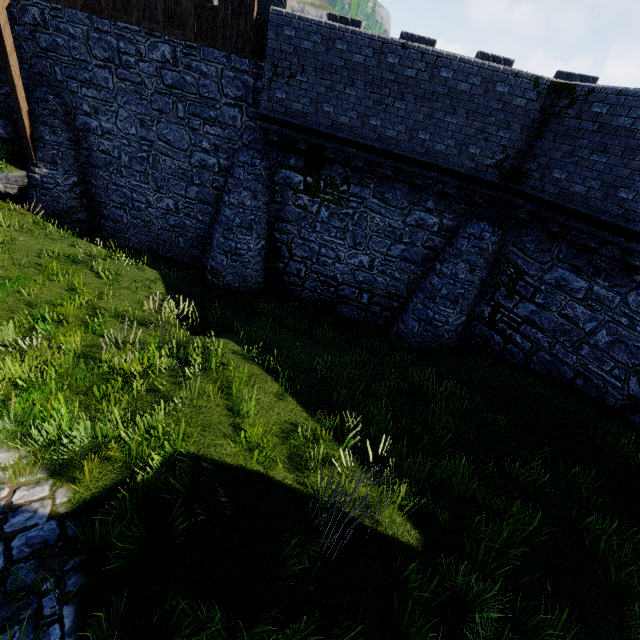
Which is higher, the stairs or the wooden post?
the stairs

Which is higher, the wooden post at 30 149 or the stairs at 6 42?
the stairs at 6 42

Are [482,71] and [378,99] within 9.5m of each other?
yes

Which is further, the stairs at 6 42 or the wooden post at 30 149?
the wooden post at 30 149

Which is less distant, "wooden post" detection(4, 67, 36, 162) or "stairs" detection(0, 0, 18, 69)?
"stairs" detection(0, 0, 18, 69)
